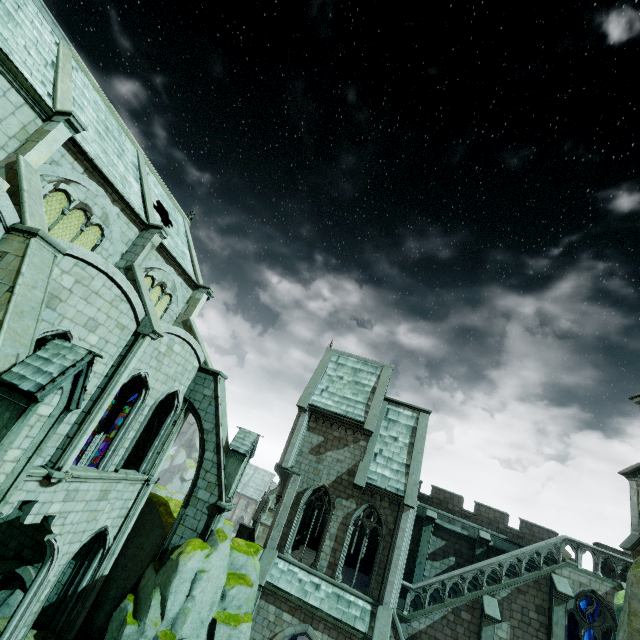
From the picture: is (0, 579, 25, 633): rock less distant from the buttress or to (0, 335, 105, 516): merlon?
the buttress

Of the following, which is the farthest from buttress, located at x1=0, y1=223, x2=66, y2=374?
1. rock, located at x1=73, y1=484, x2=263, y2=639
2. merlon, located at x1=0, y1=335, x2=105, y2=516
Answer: rock, located at x1=73, y1=484, x2=263, y2=639

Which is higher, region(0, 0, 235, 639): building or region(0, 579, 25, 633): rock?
region(0, 0, 235, 639): building

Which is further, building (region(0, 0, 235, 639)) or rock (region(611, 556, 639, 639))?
building (region(0, 0, 235, 639))

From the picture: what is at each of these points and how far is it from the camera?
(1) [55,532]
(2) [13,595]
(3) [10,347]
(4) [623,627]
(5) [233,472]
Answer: (1) building, 12.6 meters
(2) rock, 15.0 meters
(3) buttress, 7.4 meters
(4) rock, 9.1 meters
(5) merlon, 16.5 meters

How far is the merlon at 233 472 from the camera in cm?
Result: 1639

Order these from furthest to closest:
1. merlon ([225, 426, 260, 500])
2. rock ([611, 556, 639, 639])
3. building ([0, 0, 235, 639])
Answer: merlon ([225, 426, 260, 500]) < building ([0, 0, 235, 639]) < rock ([611, 556, 639, 639])

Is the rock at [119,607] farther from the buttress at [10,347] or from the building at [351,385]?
the buttress at [10,347]
